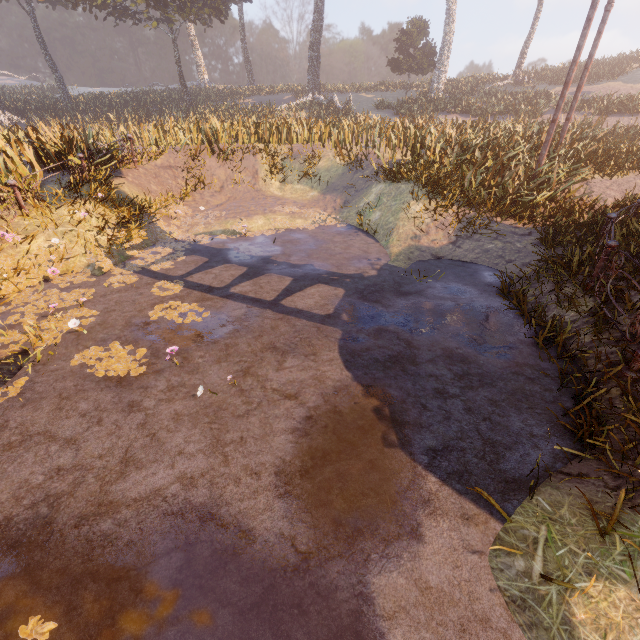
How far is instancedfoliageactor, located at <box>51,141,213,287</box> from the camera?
7.6m

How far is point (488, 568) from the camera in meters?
2.6 m

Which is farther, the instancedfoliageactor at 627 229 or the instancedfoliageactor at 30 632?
the instancedfoliageactor at 627 229

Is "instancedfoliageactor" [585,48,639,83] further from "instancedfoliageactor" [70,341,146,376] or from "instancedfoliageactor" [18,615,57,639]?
"instancedfoliageactor" [18,615,57,639]

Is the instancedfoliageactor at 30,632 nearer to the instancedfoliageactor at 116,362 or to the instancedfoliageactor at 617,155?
the instancedfoliageactor at 116,362

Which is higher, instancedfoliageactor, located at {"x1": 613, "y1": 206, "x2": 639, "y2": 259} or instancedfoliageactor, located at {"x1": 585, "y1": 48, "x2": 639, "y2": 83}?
instancedfoliageactor, located at {"x1": 585, "y1": 48, "x2": 639, "y2": 83}

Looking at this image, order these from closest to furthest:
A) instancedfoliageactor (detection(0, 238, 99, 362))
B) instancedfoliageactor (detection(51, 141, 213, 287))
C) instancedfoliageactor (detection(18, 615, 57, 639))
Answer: instancedfoliageactor (detection(18, 615, 57, 639))
instancedfoliageactor (detection(0, 238, 99, 362))
instancedfoliageactor (detection(51, 141, 213, 287))
